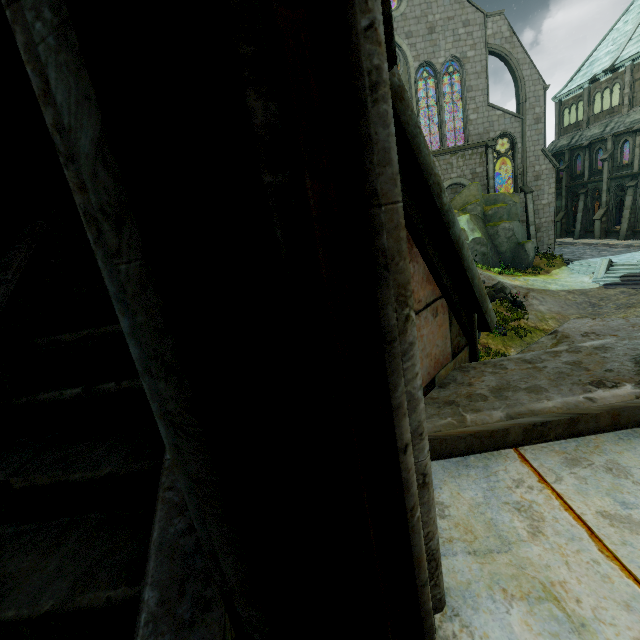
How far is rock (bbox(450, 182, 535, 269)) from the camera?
25.6m

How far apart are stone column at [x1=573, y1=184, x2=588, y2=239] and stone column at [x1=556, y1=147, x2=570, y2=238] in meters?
1.7

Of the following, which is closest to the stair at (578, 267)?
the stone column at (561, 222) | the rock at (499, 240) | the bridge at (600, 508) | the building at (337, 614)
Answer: the rock at (499, 240)

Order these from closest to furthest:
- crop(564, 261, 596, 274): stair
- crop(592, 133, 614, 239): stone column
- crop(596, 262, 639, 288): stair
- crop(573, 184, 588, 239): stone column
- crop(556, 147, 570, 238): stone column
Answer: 1. crop(596, 262, 639, 288): stair
2. crop(564, 261, 596, 274): stair
3. crop(592, 133, 614, 239): stone column
4. crop(573, 184, 588, 239): stone column
5. crop(556, 147, 570, 238): stone column

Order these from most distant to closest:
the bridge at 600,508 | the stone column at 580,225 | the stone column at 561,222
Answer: the stone column at 561,222 → the stone column at 580,225 → the bridge at 600,508

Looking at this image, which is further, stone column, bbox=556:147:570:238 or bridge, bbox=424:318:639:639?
stone column, bbox=556:147:570:238

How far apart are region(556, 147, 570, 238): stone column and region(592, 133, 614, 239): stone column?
4.1 meters

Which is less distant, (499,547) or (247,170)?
(247,170)
